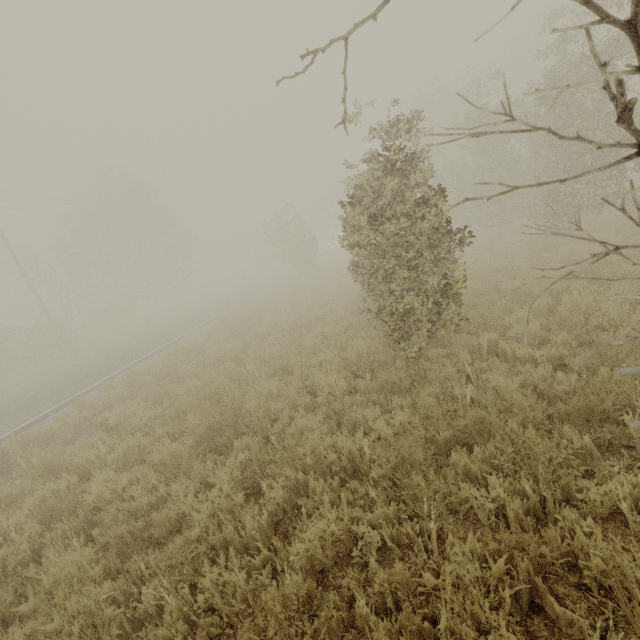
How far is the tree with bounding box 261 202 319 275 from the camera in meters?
26.1 m

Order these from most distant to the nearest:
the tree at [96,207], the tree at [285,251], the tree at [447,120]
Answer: the tree at [285,251] < the tree at [96,207] < the tree at [447,120]

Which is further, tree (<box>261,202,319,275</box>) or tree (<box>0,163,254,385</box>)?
tree (<box>261,202,319,275</box>)

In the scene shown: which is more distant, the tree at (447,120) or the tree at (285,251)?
the tree at (285,251)

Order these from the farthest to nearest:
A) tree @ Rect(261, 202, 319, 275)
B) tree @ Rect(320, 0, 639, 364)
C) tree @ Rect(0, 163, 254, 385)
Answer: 1. tree @ Rect(261, 202, 319, 275)
2. tree @ Rect(0, 163, 254, 385)
3. tree @ Rect(320, 0, 639, 364)

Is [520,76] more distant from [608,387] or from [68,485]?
[68,485]
